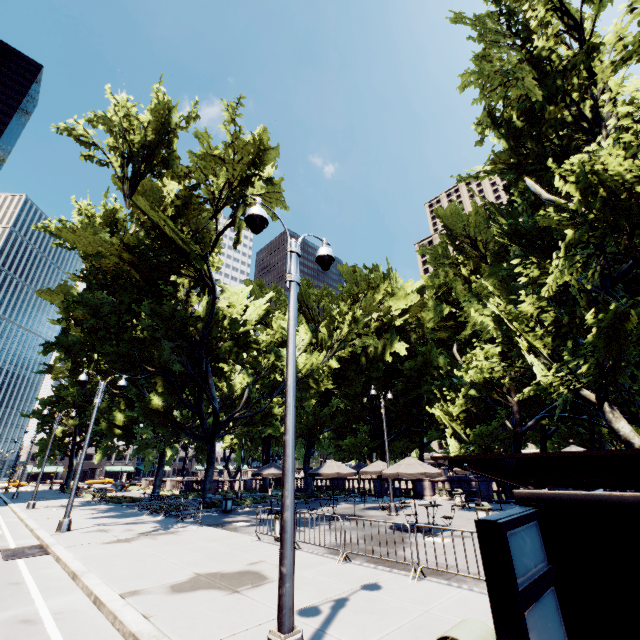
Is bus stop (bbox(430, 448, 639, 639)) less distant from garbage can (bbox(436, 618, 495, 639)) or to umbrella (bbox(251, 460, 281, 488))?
garbage can (bbox(436, 618, 495, 639))

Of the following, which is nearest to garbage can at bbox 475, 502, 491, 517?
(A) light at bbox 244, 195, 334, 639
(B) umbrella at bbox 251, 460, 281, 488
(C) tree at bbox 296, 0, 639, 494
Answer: (C) tree at bbox 296, 0, 639, 494

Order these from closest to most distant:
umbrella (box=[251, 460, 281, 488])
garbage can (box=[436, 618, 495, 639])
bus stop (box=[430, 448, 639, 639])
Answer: bus stop (box=[430, 448, 639, 639]) < garbage can (box=[436, 618, 495, 639]) < umbrella (box=[251, 460, 281, 488])

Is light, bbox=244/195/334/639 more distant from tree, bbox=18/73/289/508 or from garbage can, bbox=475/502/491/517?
garbage can, bbox=475/502/491/517

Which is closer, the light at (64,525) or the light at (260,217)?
the light at (260,217)

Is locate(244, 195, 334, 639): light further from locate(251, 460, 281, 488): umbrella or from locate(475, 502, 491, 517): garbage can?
locate(475, 502, 491, 517): garbage can

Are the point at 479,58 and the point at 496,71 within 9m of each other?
yes

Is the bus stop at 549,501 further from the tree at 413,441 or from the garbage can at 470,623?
the tree at 413,441
